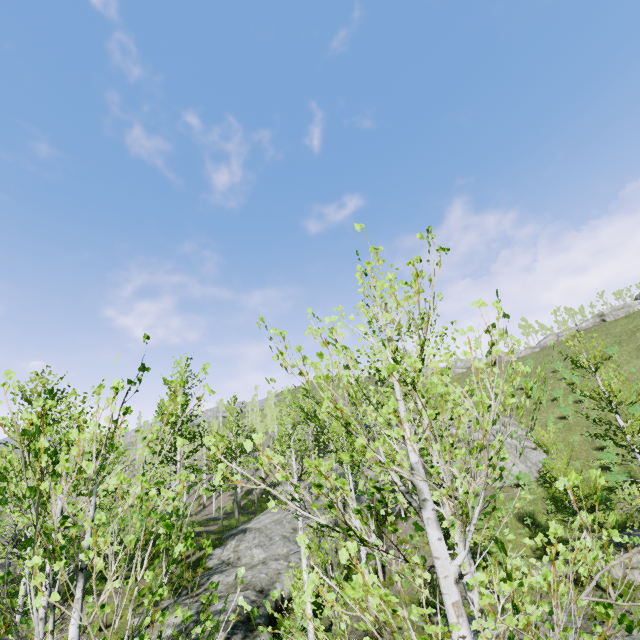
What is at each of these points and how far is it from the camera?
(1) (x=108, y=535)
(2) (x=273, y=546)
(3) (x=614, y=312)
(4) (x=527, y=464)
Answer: (1) instancedfoliageactor, 1.8m
(2) rock, 18.7m
(3) rock, 47.9m
(4) rock, 27.6m

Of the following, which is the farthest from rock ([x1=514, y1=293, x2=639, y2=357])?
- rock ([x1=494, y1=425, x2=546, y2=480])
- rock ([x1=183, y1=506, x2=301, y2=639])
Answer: rock ([x1=183, y1=506, x2=301, y2=639])

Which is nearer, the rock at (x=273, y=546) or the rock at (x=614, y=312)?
the rock at (x=273, y=546)

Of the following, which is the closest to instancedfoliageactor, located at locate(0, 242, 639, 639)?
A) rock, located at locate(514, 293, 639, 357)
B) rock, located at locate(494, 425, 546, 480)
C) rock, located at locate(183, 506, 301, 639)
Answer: rock, located at locate(183, 506, 301, 639)

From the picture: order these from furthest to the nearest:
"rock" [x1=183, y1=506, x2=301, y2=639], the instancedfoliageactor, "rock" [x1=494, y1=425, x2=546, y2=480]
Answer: "rock" [x1=494, y1=425, x2=546, y2=480] < "rock" [x1=183, y1=506, x2=301, y2=639] < the instancedfoliageactor

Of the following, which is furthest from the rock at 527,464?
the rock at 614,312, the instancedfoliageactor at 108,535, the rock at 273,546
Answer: the rock at 614,312

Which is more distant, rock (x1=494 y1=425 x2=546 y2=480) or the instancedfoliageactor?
rock (x1=494 y1=425 x2=546 y2=480)
